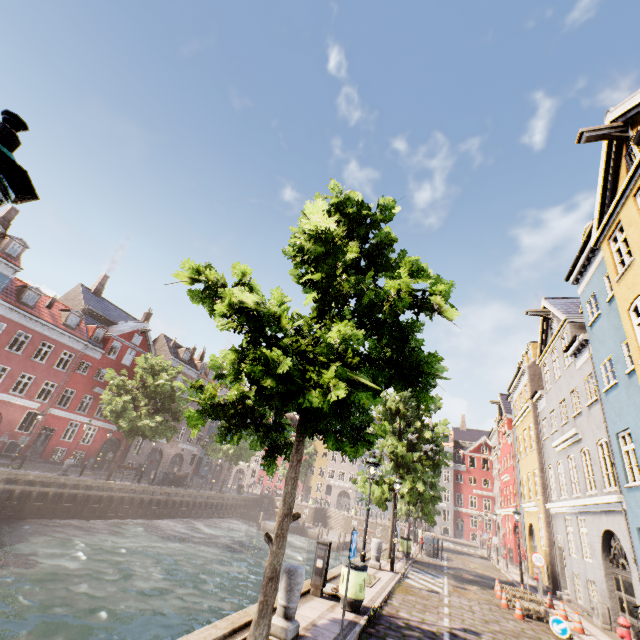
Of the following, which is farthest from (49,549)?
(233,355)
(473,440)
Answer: (473,440)

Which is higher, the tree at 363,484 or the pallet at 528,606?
the tree at 363,484

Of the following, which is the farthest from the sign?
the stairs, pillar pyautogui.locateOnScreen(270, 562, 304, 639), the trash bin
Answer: the stairs

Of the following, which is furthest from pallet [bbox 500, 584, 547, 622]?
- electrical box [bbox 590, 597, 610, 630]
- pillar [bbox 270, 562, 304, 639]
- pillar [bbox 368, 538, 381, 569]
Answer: pillar [bbox 270, 562, 304, 639]

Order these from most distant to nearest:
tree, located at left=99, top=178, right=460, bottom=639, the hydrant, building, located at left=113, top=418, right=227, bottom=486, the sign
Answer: building, located at left=113, top=418, right=227, bottom=486 → the sign → the hydrant → tree, located at left=99, top=178, right=460, bottom=639

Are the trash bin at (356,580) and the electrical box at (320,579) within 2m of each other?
yes

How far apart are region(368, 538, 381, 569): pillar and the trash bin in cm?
649

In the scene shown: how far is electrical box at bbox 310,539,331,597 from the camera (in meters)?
8.86
